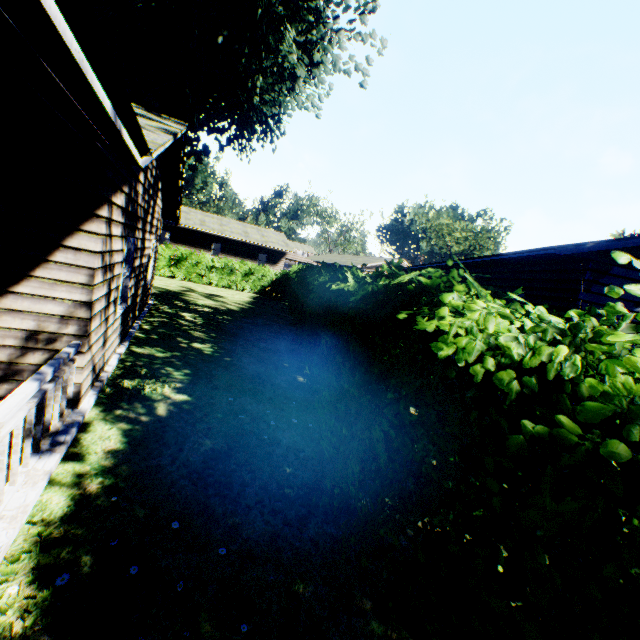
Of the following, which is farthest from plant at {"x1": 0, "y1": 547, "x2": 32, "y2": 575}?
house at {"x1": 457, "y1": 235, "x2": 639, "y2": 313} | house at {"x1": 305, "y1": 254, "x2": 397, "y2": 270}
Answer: house at {"x1": 305, "y1": 254, "x2": 397, "y2": 270}

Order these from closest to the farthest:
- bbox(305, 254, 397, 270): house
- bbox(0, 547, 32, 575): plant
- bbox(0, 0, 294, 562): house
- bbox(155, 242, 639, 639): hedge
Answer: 1. bbox(155, 242, 639, 639): hedge
2. bbox(0, 0, 294, 562): house
3. bbox(0, 547, 32, 575): plant
4. bbox(305, 254, 397, 270): house

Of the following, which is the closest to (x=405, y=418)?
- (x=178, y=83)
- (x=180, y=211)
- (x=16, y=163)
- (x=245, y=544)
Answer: (x=245, y=544)

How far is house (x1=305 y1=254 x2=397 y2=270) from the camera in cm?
3828

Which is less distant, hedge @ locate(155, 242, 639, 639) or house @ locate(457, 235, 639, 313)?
hedge @ locate(155, 242, 639, 639)

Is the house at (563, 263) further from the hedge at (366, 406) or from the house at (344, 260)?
the house at (344, 260)

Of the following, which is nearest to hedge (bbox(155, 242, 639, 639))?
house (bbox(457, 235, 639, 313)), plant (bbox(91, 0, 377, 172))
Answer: house (bbox(457, 235, 639, 313))

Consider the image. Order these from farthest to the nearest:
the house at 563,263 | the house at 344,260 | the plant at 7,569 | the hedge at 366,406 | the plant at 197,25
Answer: the house at 344,260 < the plant at 197,25 < the house at 563,263 < the plant at 7,569 < the hedge at 366,406
